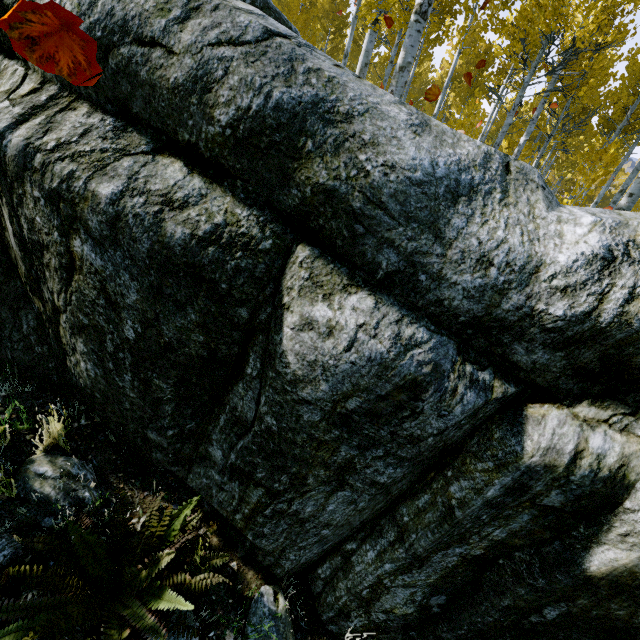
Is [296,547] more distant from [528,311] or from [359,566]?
[528,311]

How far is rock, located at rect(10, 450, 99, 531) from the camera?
1.85m

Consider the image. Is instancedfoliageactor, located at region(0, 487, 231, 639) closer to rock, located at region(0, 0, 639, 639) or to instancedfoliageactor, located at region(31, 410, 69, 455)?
rock, located at region(0, 0, 639, 639)

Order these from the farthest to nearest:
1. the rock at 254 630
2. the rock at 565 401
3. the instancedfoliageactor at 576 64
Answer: → the instancedfoliageactor at 576 64 → the rock at 254 630 → the rock at 565 401

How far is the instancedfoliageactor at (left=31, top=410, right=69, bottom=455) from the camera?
2.04m

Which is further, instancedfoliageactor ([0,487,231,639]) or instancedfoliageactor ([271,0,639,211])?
instancedfoliageactor ([271,0,639,211])

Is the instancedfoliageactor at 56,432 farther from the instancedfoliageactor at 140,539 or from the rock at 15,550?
the instancedfoliageactor at 140,539

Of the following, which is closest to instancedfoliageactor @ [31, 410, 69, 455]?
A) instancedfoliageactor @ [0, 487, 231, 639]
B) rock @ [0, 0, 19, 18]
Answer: rock @ [0, 0, 19, 18]
